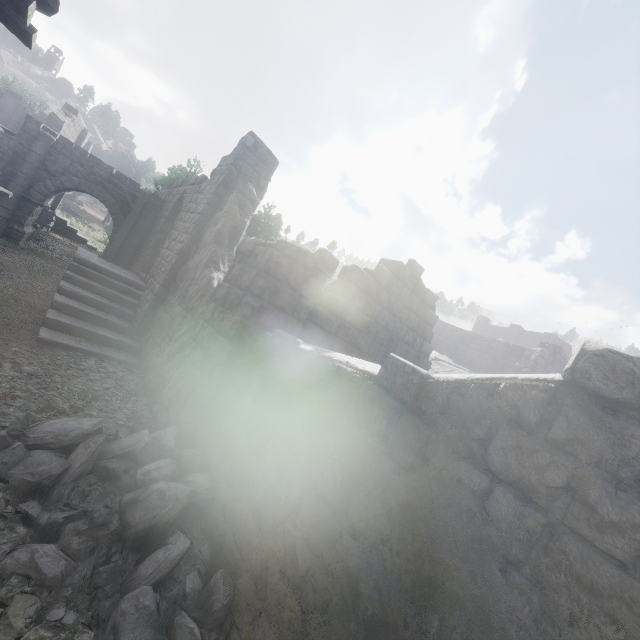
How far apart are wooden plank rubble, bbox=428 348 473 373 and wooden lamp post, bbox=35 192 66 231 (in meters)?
22.74

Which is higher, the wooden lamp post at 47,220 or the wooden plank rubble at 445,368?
the wooden plank rubble at 445,368

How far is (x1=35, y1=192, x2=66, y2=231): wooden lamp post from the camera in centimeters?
2009cm

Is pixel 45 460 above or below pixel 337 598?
below

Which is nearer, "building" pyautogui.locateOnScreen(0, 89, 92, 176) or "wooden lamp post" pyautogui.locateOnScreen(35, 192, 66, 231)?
"building" pyautogui.locateOnScreen(0, 89, 92, 176)

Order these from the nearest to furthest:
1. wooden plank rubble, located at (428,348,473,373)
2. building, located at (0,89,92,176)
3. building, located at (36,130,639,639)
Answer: building, located at (36,130,639,639)
building, located at (0,89,92,176)
wooden plank rubble, located at (428,348,473,373)

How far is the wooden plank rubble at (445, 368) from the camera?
18.1m

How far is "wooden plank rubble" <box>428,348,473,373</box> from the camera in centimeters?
1809cm
